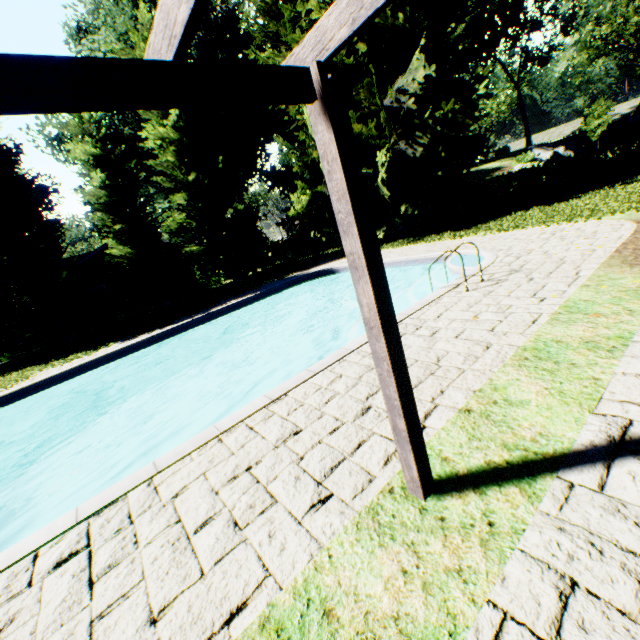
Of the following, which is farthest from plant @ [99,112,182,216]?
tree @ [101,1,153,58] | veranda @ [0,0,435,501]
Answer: veranda @ [0,0,435,501]

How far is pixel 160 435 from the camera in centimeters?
1014cm

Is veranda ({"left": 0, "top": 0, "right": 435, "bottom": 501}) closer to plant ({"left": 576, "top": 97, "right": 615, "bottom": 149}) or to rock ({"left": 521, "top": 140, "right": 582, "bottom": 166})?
plant ({"left": 576, "top": 97, "right": 615, "bottom": 149})

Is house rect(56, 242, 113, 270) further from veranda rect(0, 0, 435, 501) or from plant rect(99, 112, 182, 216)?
veranda rect(0, 0, 435, 501)

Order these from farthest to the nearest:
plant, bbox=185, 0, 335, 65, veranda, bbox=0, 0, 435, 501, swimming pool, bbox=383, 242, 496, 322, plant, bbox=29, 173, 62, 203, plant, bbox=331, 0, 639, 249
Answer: plant, bbox=29, 173, 62, 203
plant, bbox=185, 0, 335, 65
plant, bbox=331, 0, 639, 249
swimming pool, bbox=383, 242, 496, 322
veranda, bbox=0, 0, 435, 501

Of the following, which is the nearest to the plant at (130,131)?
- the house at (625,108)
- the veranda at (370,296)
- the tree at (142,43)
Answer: the tree at (142,43)

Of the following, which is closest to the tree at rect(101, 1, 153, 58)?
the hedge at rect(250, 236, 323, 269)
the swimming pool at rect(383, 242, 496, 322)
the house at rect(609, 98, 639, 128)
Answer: the hedge at rect(250, 236, 323, 269)

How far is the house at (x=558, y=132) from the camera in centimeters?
5531cm
